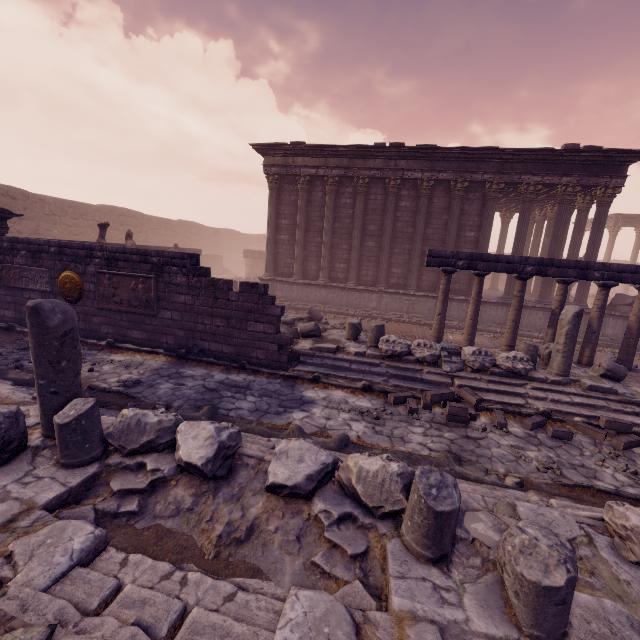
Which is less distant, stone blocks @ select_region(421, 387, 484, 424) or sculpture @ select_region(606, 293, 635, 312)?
stone blocks @ select_region(421, 387, 484, 424)

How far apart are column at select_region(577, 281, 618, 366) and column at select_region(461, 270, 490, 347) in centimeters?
287cm

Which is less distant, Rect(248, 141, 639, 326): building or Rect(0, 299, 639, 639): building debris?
Rect(0, 299, 639, 639): building debris

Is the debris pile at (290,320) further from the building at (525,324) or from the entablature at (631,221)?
the entablature at (631,221)

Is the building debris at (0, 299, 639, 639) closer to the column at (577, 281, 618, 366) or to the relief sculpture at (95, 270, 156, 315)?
the relief sculpture at (95, 270, 156, 315)

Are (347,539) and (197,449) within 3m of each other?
yes

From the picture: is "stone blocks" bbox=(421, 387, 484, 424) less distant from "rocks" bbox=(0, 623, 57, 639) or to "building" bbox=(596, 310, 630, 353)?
"rocks" bbox=(0, 623, 57, 639)

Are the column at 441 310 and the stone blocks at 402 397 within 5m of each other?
yes
